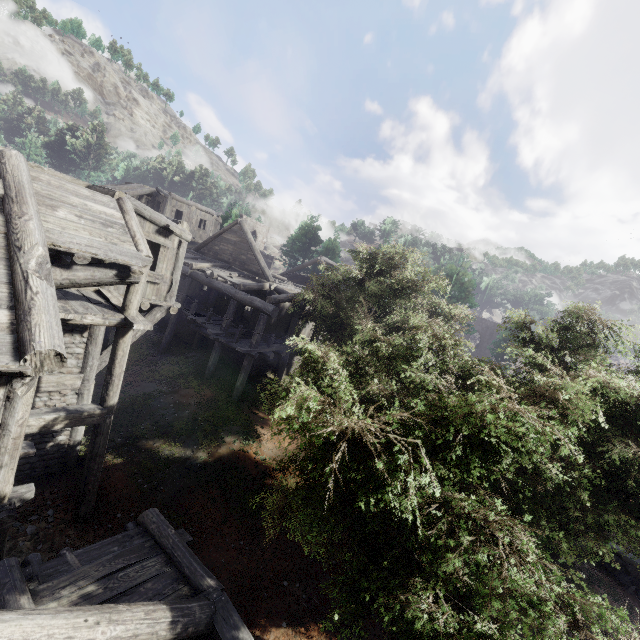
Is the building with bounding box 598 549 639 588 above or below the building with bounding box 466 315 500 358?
below

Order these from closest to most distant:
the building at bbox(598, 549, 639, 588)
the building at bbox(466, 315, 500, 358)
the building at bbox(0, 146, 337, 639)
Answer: the building at bbox(0, 146, 337, 639)
the building at bbox(598, 549, 639, 588)
the building at bbox(466, 315, 500, 358)

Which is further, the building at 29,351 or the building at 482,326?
the building at 482,326

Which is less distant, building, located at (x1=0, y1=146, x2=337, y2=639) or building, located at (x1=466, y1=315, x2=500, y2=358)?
building, located at (x1=0, y1=146, x2=337, y2=639)

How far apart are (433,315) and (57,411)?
13.9m

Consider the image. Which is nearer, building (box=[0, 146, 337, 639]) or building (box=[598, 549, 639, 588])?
building (box=[0, 146, 337, 639])

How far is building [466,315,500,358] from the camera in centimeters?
4459cm

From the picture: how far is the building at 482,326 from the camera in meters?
44.6
